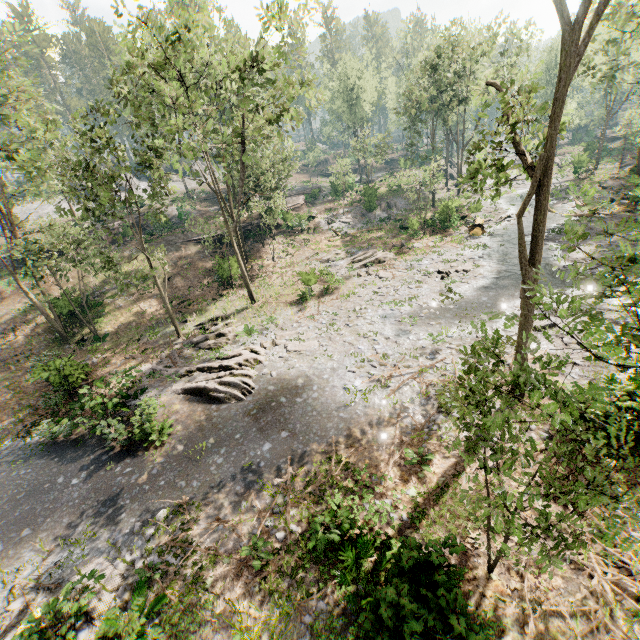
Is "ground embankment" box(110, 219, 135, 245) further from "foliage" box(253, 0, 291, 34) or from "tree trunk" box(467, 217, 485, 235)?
"tree trunk" box(467, 217, 485, 235)

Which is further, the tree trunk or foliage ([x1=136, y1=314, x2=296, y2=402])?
the tree trunk

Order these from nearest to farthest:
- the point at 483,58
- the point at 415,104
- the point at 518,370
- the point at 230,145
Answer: the point at 518,370 < the point at 230,145 < the point at 483,58 < the point at 415,104

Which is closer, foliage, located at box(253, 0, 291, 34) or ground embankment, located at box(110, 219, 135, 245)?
foliage, located at box(253, 0, 291, 34)

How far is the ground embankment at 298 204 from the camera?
43.56m

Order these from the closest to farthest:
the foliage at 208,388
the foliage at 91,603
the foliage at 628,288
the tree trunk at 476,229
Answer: the foliage at 628,288 < the foliage at 91,603 < the foliage at 208,388 < the tree trunk at 476,229

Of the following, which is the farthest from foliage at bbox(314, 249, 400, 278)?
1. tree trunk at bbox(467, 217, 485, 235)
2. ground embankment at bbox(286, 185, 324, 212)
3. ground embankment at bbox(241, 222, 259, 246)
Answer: tree trunk at bbox(467, 217, 485, 235)

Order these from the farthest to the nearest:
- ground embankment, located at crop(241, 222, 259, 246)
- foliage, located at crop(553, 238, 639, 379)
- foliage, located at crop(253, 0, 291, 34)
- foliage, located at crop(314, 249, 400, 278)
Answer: ground embankment, located at crop(241, 222, 259, 246) → foliage, located at crop(314, 249, 400, 278) → foliage, located at crop(253, 0, 291, 34) → foliage, located at crop(553, 238, 639, 379)
